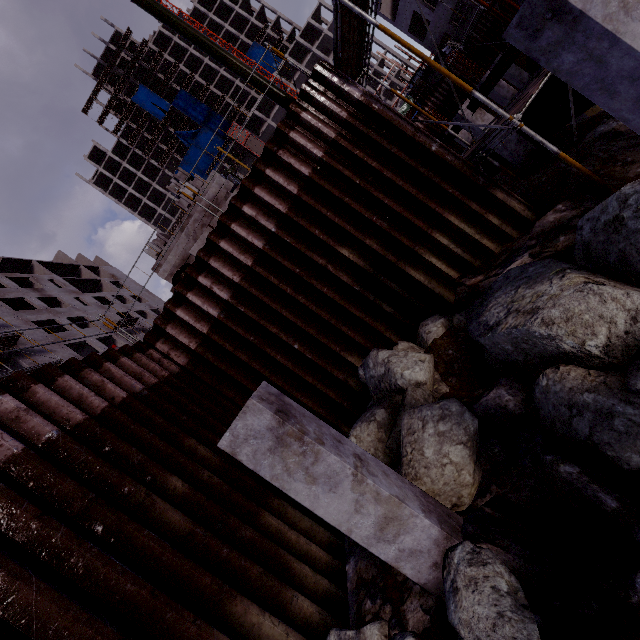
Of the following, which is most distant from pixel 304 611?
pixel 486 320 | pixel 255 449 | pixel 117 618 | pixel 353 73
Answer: pixel 353 73

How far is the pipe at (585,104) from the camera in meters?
10.1

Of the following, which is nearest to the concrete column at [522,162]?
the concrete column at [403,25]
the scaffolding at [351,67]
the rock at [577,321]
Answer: the scaffolding at [351,67]

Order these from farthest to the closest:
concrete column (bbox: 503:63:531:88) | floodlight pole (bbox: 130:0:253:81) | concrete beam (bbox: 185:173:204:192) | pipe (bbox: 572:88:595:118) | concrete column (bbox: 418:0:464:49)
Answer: concrete column (bbox: 418:0:464:49) → concrete column (bbox: 503:63:531:88) → concrete beam (bbox: 185:173:204:192) → pipe (bbox: 572:88:595:118) → floodlight pole (bbox: 130:0:253:81)

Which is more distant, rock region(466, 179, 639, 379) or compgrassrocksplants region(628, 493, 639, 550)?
rock region(466, 179, 639, 379)

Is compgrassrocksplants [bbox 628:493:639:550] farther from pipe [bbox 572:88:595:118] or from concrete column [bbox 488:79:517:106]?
concrete column [bbox 488:79:517:106]

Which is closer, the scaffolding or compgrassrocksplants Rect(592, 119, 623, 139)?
the scaffolding

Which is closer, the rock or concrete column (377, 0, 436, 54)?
the rock
